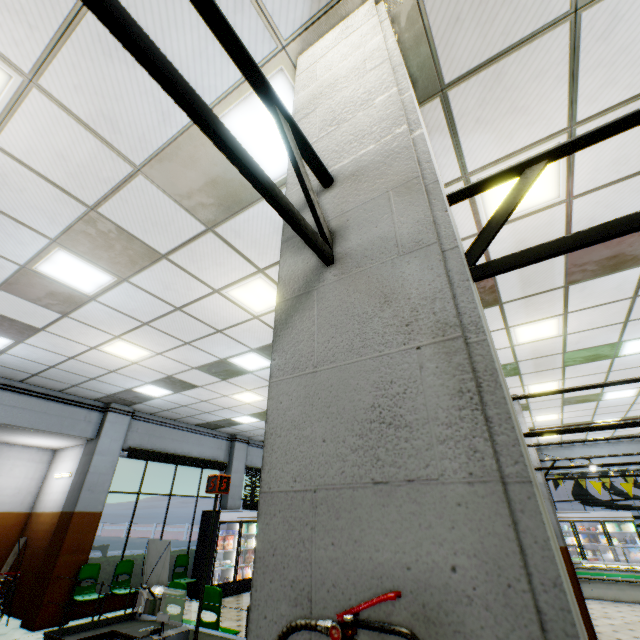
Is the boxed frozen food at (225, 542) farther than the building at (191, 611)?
Yes

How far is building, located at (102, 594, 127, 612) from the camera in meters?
8.2 m

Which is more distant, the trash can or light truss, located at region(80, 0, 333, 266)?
the trash can

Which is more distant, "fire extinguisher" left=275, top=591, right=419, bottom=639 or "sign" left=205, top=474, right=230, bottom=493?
"sign" left=205, top=474, right=230, bottom=493

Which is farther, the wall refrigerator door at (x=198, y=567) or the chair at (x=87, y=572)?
the wall refrigerator door at (x=198, y=567)

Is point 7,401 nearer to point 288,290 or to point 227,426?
point 227,426

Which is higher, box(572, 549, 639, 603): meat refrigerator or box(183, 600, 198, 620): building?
box(572, 549, 639, 603): meat refrigerator

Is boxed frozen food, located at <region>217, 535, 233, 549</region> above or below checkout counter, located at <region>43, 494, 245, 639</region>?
above
